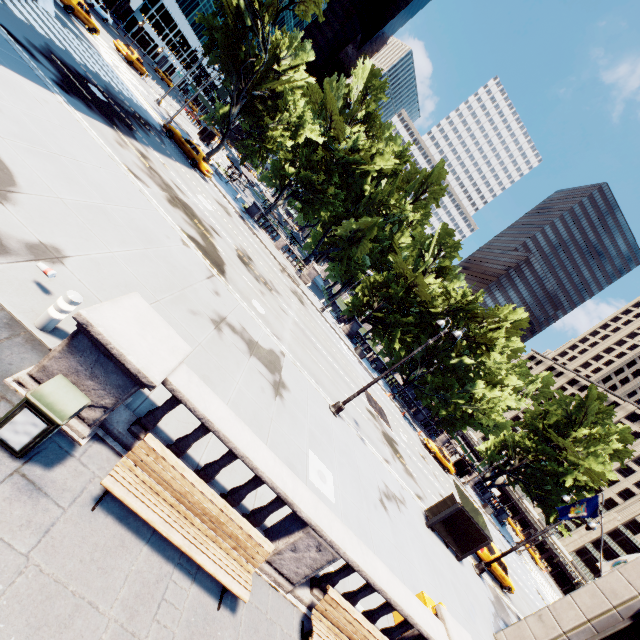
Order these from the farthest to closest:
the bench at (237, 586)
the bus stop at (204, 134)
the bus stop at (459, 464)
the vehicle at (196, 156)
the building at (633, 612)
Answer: the bus stop at (204, 134), the bus stop at (459, 464), the vehicle at (196, 156), the building at (633, 612), the bench at (237, 586)

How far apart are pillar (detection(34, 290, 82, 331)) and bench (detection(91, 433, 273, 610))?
2.6m

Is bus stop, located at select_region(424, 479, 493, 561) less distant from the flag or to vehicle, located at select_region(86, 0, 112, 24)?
the flag

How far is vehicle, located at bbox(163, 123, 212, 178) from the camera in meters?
28.0 m

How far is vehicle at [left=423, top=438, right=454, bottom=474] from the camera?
37.50m

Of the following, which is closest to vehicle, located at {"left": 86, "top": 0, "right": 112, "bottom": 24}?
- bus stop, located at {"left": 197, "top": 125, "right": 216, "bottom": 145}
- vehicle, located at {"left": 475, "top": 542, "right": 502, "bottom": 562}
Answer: bus stop, located at {"left": 197, "top": 125, "right": 216, "bottom": 145}

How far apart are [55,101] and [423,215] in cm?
5616

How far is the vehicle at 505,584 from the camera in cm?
2234
